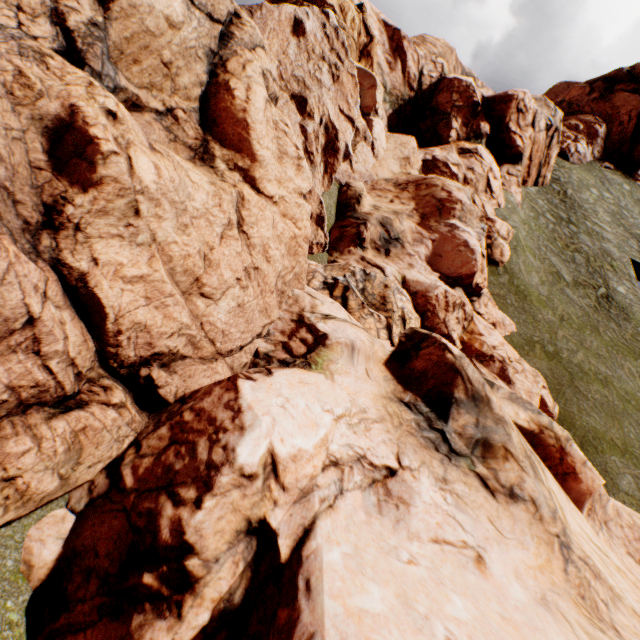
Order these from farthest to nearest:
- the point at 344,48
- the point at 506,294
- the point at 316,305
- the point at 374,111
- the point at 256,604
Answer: the point at 506,294
the point at 374,111
the point at 344,48
the point at 316,305
the point at 256,604
